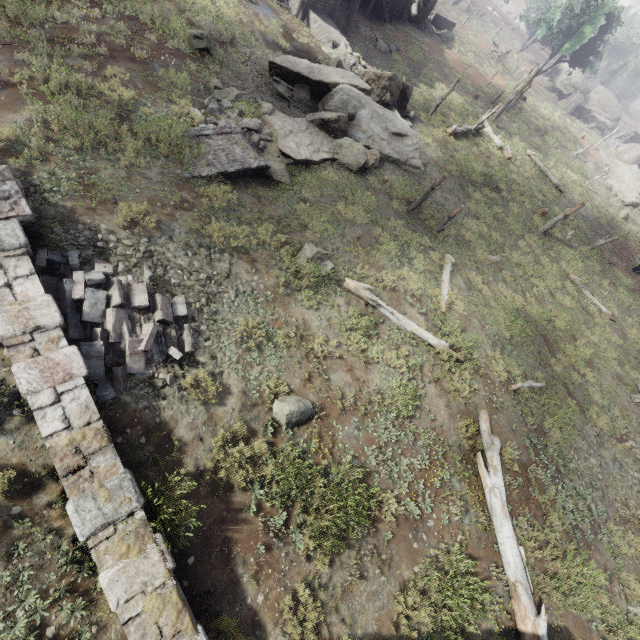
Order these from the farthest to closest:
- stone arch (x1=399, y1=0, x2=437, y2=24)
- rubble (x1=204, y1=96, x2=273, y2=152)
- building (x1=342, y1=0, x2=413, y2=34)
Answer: stone arch (x1=399, y1=0, x2=437, y2=24), building (x1=342, y1=0, x2=413, y2=34), rubble (x1=204, y1=96, x2=273, y2=152)

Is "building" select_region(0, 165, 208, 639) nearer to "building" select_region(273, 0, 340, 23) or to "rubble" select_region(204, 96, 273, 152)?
"rubble" select_region(204, 96, 273, 152)

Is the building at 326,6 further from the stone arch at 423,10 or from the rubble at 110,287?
the rubble at 110,287

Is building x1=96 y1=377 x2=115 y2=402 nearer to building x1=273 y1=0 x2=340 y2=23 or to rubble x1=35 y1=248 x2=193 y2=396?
rubble x1=35 y1=248 x2=193 y2=396

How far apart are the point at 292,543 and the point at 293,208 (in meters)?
10.59

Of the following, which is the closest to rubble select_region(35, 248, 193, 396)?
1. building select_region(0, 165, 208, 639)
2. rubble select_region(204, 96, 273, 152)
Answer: building select_region(0, 165, 208, 639)

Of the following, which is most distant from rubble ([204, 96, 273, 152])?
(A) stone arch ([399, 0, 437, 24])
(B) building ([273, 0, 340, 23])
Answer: (A) stone arch ([399, 0, 437, 24])

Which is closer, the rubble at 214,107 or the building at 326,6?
the rubble at 214,107
